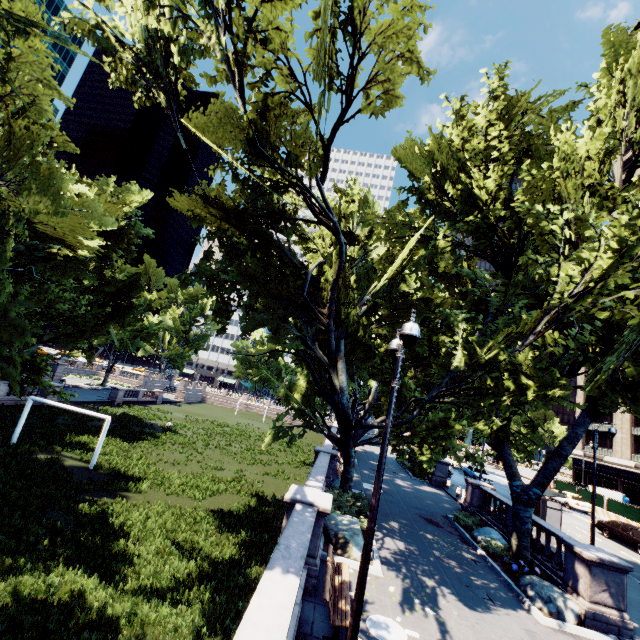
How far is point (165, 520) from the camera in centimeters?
1502cm

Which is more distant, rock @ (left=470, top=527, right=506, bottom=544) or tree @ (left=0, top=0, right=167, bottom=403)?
rock @ (left=470, top=527, right=506, bottom=544)

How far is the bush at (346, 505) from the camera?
14.4m

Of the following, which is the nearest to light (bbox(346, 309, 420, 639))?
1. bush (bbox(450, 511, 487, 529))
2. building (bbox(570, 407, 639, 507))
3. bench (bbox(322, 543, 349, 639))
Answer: bench (bbox(322, 543, 349, 639))

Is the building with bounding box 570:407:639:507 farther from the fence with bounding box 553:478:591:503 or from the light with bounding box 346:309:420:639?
the light with bounding box 346:309:420:639

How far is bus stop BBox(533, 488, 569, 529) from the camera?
20.7m

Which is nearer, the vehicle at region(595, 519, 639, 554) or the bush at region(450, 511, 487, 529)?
the bush at region(450, 511, 487, 529)

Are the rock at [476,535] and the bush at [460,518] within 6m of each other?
yes
